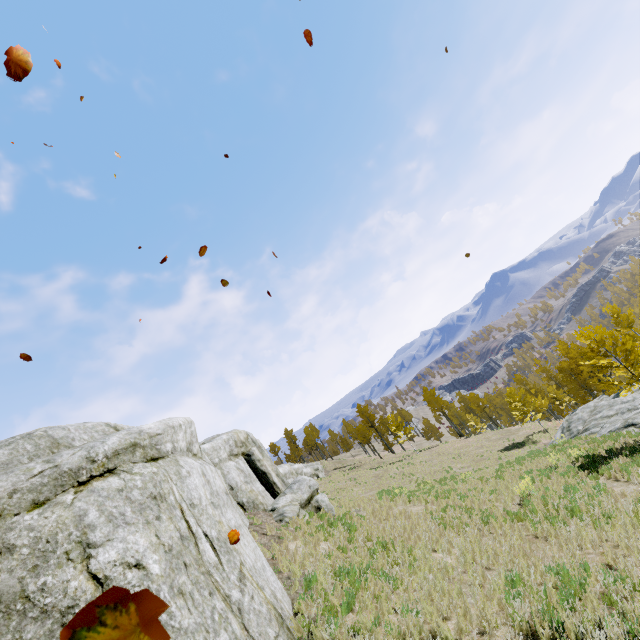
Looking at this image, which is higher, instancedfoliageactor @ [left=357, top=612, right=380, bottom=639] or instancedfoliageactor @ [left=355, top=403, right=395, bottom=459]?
instancedfoliageactor @ [left=355, top=403, right=395, bottom=459]

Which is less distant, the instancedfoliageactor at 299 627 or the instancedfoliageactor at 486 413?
the instancedfoliageactor at 299 627

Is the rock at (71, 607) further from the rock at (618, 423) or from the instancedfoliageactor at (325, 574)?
the rock at (618, 423)

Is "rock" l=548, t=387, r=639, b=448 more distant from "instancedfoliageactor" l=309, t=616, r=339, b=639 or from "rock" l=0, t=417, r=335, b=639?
"rock" l=0, t=417, r=335, b=639

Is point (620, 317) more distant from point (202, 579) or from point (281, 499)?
point (202, 579)

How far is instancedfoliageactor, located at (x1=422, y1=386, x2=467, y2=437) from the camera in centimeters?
5022cm
